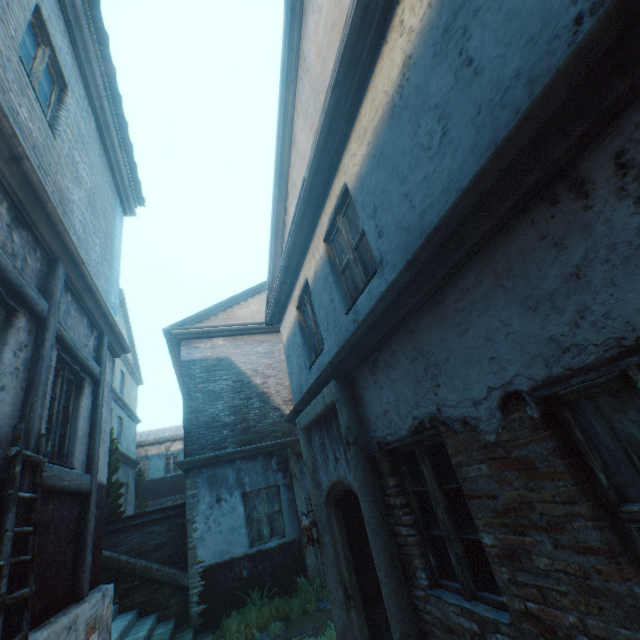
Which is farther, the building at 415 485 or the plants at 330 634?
the plants at 330 634

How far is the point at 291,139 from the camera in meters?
6.0

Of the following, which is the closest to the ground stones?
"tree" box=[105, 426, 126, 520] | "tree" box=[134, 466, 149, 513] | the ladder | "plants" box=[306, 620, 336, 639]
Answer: "plants" box=[306, 620, 336, 639]

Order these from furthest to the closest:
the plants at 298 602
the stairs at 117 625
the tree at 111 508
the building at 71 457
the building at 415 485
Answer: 1. the tree at 111 508
2. the plants at 298 602
3. the stairs at 117 625
4. the building at 71 457
5. the building at 415 485

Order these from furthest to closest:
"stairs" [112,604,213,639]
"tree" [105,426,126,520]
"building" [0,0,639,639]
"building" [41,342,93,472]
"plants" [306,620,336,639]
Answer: "tree" [105,426,126,520] < "stairs" [112,604,213,639] < "plants" [306,620,336,639] < "building" [41,342,93,472] < "building" [0,0,639,639]

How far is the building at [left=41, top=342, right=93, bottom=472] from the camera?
3.9 meters

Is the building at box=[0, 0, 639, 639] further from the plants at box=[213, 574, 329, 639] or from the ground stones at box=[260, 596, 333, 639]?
the plants at box=[213, 574, 329, 639]

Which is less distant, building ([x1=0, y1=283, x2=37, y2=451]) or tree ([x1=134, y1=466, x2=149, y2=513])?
building ([x1=0, y1=283, x2=37, y2=451])
